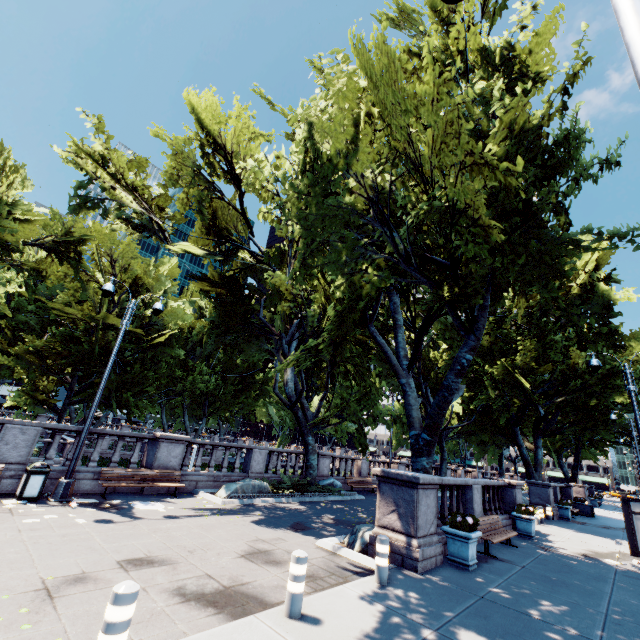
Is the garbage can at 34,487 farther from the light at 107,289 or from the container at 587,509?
the container at 587,509

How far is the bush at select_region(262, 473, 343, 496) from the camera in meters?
15.6 m

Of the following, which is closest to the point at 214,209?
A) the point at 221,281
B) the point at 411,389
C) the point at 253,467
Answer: the point at 221,281

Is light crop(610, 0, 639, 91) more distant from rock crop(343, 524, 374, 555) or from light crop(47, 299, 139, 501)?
light crop(47, 299, 139, 501)

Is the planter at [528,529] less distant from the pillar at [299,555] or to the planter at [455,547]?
the planter at [455,547]

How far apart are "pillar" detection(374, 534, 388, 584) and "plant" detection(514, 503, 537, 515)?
10.32m

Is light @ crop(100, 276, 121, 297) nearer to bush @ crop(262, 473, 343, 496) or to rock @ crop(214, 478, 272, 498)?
rock @ crop(214, 478, 272, 498)

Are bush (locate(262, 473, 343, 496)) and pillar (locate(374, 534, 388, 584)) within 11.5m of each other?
yes
